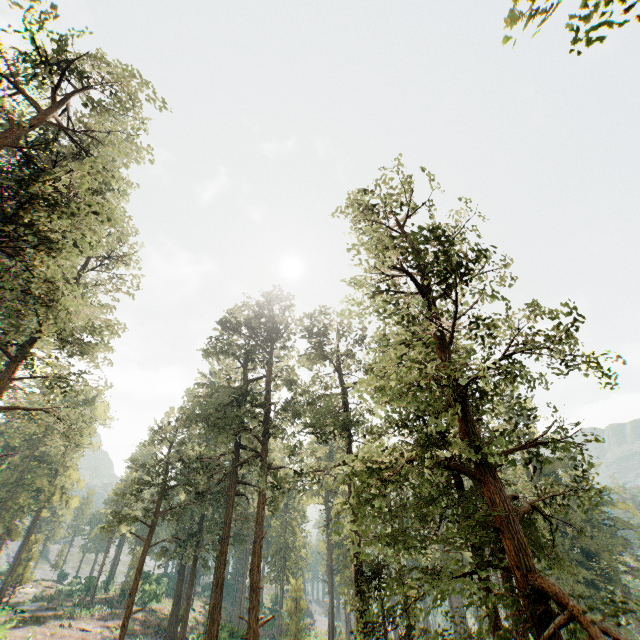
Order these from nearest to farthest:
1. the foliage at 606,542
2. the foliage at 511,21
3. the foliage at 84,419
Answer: the foliage at 511,21
the foliage at 606,542
the foliage at 84,419

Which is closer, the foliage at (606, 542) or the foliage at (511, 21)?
the foliage at (511, 21)

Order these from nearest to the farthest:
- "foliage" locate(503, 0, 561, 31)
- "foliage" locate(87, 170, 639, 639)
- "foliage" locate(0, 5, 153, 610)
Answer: "foliage" locate(503, 0, 561, 31), "foliage" locate(87, 170, 639, 639), "foliage" locate(0, 5, 153, 610)

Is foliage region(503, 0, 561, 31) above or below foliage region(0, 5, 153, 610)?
below

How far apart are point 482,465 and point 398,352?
3.5 meters

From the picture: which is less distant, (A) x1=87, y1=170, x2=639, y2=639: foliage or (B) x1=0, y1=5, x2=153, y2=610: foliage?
(A) x1=87, y1=170, x2=639, y2=639: foliage
